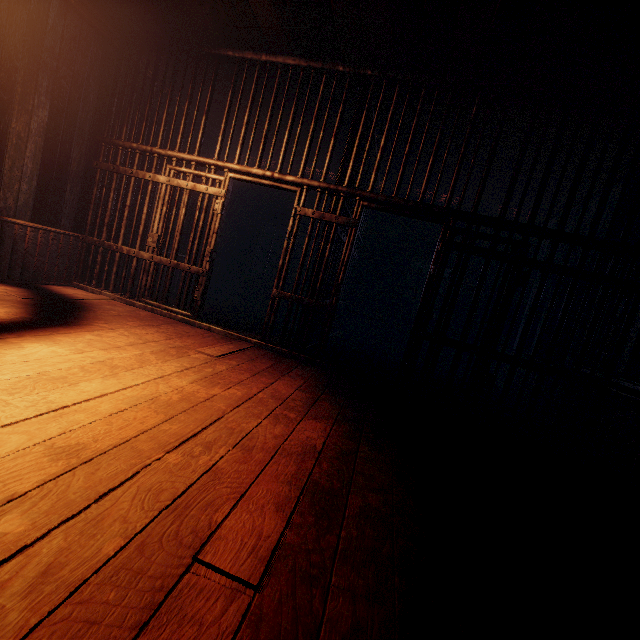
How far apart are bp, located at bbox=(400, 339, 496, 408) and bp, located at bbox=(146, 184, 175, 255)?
3.04m

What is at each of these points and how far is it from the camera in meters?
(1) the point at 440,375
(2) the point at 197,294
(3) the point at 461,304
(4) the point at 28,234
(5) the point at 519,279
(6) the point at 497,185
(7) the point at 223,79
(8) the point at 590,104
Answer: (1) building, 6.4
(2) bp, 4.8
(3) building, 7.7
(4) building, 4.5
(5) bp, 3.9
(6) building, 6.4
(7) building, 5.3
(8) cell bars, 3.6

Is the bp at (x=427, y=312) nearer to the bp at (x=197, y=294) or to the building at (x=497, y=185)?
the building at (x=497, y=185)

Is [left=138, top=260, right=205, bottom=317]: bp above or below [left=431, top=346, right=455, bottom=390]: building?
above

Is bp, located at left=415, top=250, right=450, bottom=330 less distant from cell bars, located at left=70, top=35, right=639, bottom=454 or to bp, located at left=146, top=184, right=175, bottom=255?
cell bars, located at left=70, top=35, right=639, bottom=454

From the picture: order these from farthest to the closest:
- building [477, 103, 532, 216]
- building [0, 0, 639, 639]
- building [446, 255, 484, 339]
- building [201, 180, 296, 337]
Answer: building [446, 255, 484, 339] < building [201, 180, 296, 337] < building [477, 103, 532, 216] < building [0, 0, 639, 639]

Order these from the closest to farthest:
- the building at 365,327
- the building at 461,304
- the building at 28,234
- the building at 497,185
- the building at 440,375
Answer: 1. the building at 28,234
2. the building at 497,185
3. the building at 440,375
4. the building at 365,327
5. the building at 461,304
